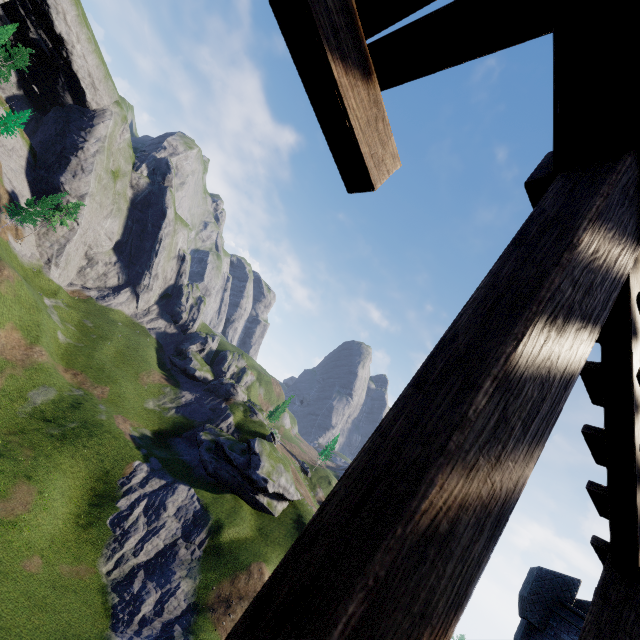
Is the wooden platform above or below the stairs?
above

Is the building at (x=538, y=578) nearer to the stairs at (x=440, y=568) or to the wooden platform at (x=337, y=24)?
the stairs at (x=440, y=568)

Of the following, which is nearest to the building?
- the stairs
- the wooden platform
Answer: the stairs

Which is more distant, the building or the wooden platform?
the building

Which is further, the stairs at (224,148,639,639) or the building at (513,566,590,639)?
the building at (513,566,590,639)

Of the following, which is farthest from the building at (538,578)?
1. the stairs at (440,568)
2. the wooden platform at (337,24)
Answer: the wooden platform at (337,24)

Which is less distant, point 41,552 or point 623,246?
point 623,246
